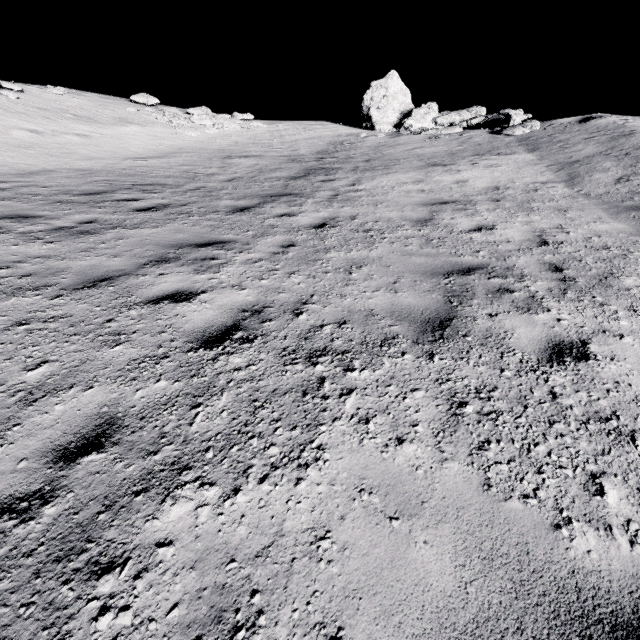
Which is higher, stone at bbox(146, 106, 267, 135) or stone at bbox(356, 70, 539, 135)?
stone at bbox(356, 70, 539, 135)

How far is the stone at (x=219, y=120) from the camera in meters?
18.2 m

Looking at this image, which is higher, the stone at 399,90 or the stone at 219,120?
the stone at 399,90

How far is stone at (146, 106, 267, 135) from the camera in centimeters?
1820cm

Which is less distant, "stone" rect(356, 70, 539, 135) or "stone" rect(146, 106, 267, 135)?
"stone" rect(356, 70, 539, 135)

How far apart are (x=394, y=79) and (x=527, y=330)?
22.1 meters

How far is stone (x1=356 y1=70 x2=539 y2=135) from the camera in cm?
1543
